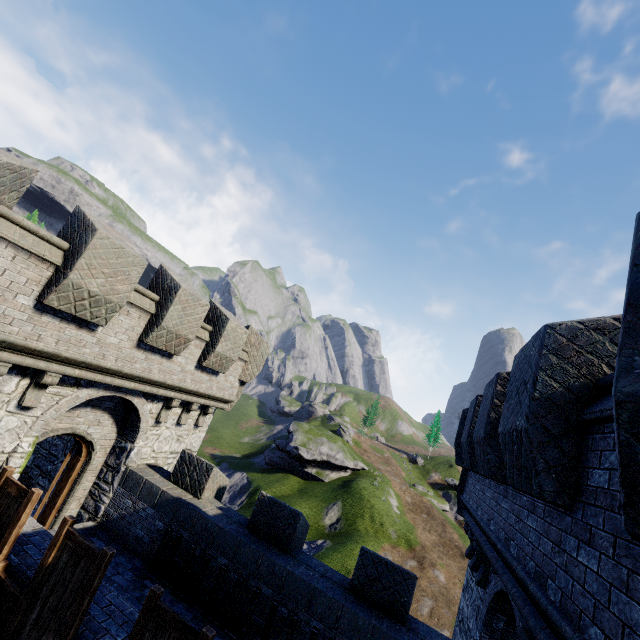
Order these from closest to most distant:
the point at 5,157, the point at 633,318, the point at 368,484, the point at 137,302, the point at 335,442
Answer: the point at 633,318 → the point at 5,157 → the point at 137,302 → the point at 368,484 → the point at 335,442
